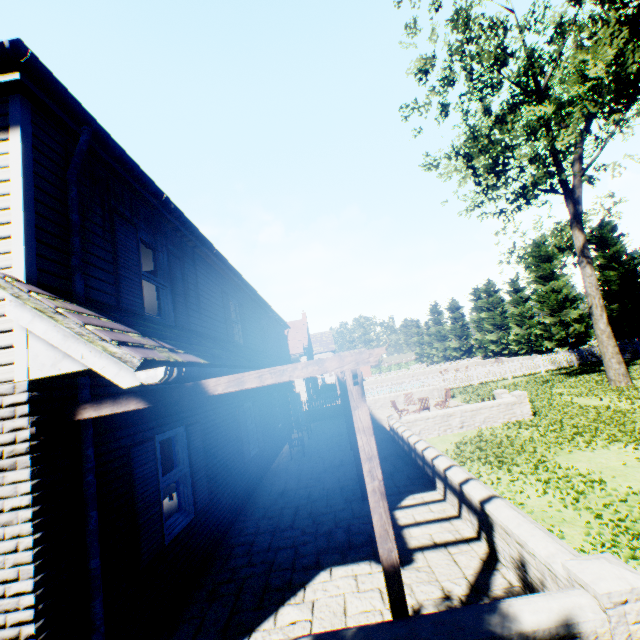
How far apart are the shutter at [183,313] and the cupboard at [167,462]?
2.1 meters

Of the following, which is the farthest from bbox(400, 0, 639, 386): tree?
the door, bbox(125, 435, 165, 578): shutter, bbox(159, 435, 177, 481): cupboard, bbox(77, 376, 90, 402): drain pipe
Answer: the door

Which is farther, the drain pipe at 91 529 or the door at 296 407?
the door at 296 407

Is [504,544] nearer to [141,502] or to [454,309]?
[141,502]

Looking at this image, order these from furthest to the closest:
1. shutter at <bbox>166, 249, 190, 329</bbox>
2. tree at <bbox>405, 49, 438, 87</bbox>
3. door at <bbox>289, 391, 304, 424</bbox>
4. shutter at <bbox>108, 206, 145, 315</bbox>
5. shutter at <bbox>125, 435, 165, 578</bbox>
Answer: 1. door at <bbox>289, 391, 304, 424</bbox>
2. tree at <bbox>405, 49, 438, 87</bbox>
3. shutter at <bbox>166, 249, 190, 329</bbox>
4. shutter at <bbox>108, 206, 145, 315</bbox>
5. shutter at <bbox>125, 435, 165, 578</bbox>

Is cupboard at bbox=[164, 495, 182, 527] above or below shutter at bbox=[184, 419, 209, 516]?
below

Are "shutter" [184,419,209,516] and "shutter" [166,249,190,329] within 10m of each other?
yes

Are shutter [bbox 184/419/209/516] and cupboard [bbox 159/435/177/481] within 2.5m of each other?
yes
